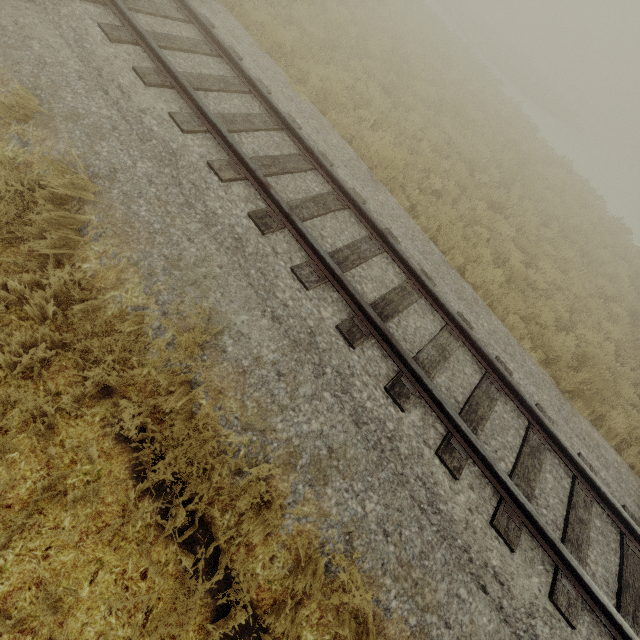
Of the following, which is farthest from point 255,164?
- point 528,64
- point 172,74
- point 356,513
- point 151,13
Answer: point 528,64
